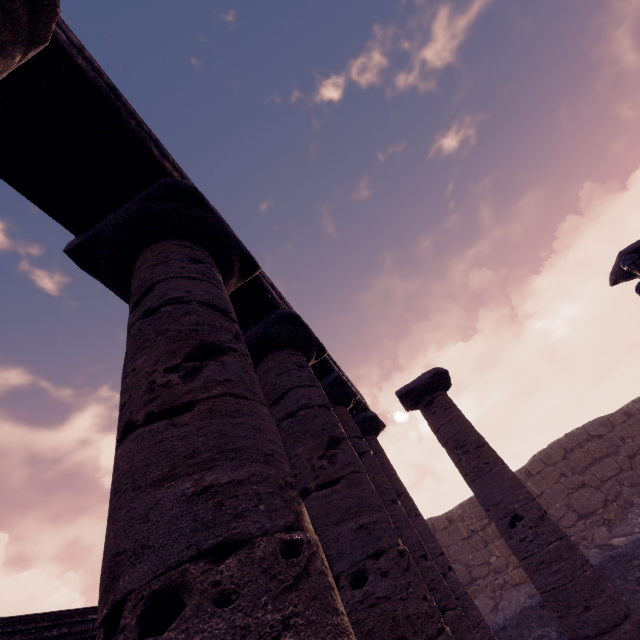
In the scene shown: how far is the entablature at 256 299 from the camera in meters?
4.2 m

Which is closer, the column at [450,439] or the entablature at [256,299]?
the entablature at [256,299]

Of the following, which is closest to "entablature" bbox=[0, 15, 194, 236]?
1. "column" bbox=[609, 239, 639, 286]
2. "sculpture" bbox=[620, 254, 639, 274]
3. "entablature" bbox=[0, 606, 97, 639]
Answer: "entablature" bbox=[0, 606, 97, 639]

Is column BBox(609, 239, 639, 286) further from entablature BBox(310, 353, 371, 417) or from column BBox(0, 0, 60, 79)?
column BBox(0, 0, 60, 79)

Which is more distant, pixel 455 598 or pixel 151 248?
pixel 455 598

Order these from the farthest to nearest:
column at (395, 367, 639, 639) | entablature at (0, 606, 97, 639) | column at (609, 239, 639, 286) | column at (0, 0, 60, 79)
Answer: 1. column at (609, 239, 639, 286)
2. column at (395, 367, 639, 639)
3. entablature at (0, 606, 97, 639)
4. column at (0, 0, 60, 79)

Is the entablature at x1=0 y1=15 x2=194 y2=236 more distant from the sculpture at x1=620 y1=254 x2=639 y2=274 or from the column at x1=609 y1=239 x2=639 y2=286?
the column at x1=609 y1=239 x2=639 y2=286

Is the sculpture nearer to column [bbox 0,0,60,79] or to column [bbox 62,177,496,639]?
column [bbox 62,177,496,639]
